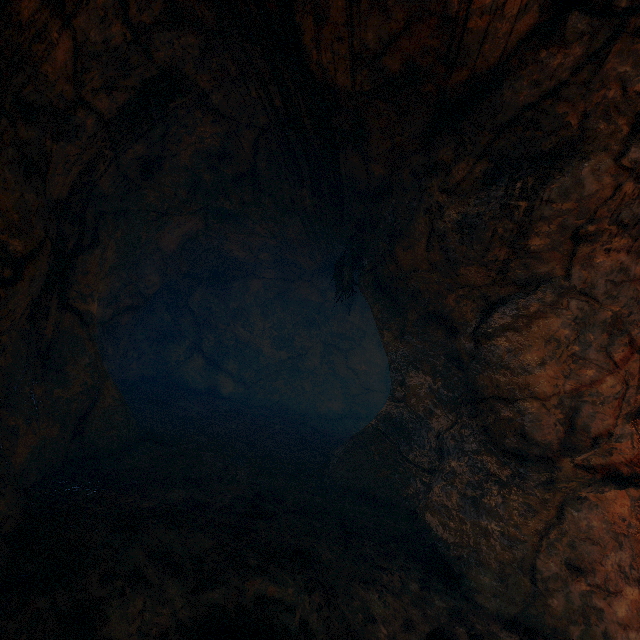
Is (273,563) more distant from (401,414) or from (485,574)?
(401,414)
